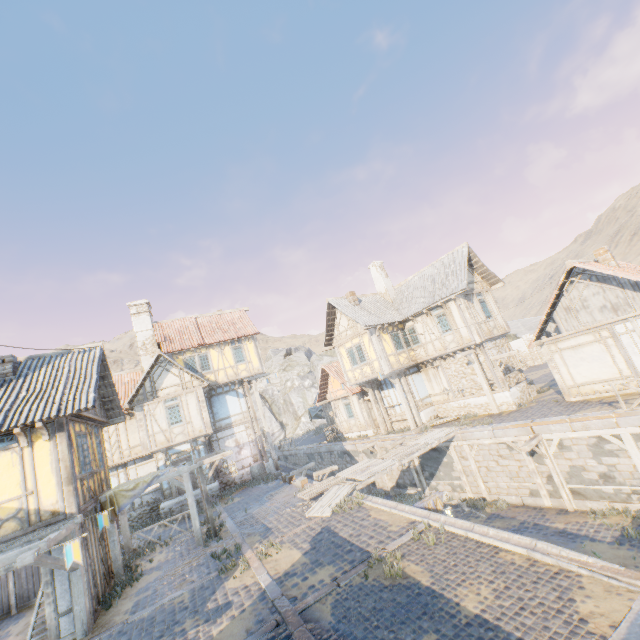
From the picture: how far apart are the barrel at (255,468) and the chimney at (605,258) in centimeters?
2196cm

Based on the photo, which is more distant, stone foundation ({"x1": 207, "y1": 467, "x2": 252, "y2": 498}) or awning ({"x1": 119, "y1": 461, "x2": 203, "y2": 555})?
stone foundation ({"x1": 207, "y1": 467, "x2": 252, "y2": 498})

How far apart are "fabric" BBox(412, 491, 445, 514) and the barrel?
13.28m

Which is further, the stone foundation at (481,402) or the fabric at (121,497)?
the stone foundation at (481,402)

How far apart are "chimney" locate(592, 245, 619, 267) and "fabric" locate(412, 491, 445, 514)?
13.4 meters

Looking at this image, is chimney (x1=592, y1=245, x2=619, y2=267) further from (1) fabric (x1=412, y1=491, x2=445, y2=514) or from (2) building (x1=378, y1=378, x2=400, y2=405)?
(1) fabric (x1=412, y1=491, x2=445, y2=514)

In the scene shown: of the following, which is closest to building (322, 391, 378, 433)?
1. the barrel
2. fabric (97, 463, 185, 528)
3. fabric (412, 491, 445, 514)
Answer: the barrel

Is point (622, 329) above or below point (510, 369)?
above
